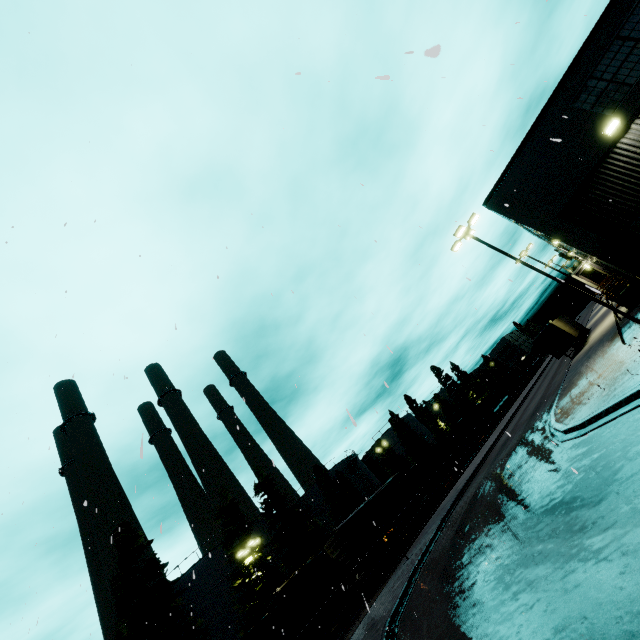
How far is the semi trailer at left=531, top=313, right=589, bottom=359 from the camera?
31.3m

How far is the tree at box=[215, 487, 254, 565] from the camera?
31.1 meters

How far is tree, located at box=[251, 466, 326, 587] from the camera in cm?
3153

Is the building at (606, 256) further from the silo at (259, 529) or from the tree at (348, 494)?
the tree at (348, 494)

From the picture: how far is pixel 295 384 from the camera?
7.3 meters

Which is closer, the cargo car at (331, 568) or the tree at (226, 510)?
the cargo car at (331, 568)

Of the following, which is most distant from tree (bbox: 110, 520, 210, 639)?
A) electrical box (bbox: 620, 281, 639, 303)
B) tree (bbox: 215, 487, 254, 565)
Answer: electrical box (bbox: 620, 281, 639, 303)
